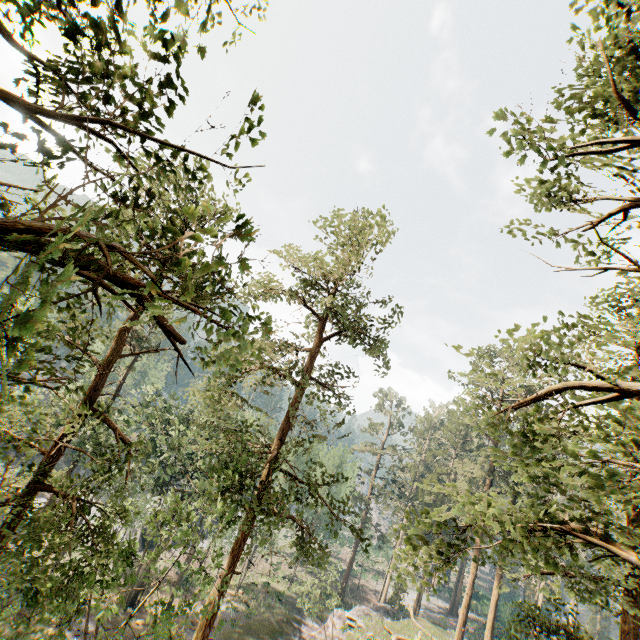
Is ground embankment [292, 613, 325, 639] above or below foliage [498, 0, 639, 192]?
below

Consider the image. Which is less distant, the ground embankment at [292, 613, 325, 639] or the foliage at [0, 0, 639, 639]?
the foliage at [0, 0, 639, 639]

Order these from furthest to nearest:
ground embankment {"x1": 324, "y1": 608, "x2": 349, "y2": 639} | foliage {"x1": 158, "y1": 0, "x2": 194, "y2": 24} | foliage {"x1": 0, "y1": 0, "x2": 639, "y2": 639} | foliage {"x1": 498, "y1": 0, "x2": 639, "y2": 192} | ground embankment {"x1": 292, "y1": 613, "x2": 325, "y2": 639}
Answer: ground embankment {"x1": 324, "y1": 608, "x2": 349, "y2": 639}, ground embankment {"x1": 292, "y1": 613, "x2": 325, "y2": 639}, foliage {"x1": 498, "y1": 0, "x2": 639, "y2": 192}, foliage {"x1": 158, "y1": 0, "x2": 194, "y2": 24}, foliage {"x1": 0, "y1": 0, "x2": 639, "y2": 639}

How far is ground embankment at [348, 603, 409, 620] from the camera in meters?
34.1

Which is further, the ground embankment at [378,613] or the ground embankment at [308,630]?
the ground embankment at [378,613]

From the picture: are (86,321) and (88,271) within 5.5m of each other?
yes

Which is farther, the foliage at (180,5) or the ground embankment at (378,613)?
the ground embankment at (378,613)
